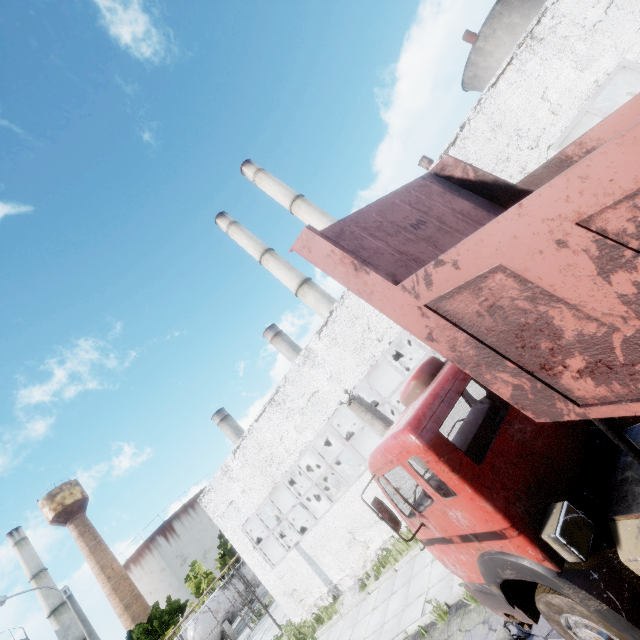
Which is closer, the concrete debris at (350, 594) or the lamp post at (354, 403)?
the lamp post at (354, 403)

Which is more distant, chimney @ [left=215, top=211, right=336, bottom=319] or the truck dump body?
chimney @ [left=215, top=211, right=336, bottom=319]

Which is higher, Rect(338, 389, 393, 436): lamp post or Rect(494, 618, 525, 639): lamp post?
Rect(338, 389, 393, 436): lamp post

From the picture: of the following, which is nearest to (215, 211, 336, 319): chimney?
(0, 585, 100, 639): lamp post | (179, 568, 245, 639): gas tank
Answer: (179, 568, 245, 639): gas tank

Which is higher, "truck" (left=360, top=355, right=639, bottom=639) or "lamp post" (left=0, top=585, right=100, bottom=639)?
"lamp post" (left=0, top=585, right=100, bottom=639)

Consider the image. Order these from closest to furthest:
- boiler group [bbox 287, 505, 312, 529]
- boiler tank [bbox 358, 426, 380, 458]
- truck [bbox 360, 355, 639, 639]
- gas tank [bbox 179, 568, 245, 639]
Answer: truck [bbox 360, 355, 639, 639] → boiler group [bbox 287, 505, 312, 529] → boiler tank [bbox 358, 426, 380, 458] → gas tank [bbox 179, 568, 245, 639]

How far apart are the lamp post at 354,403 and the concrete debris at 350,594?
7.93m

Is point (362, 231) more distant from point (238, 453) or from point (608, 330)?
point (238, 453)
